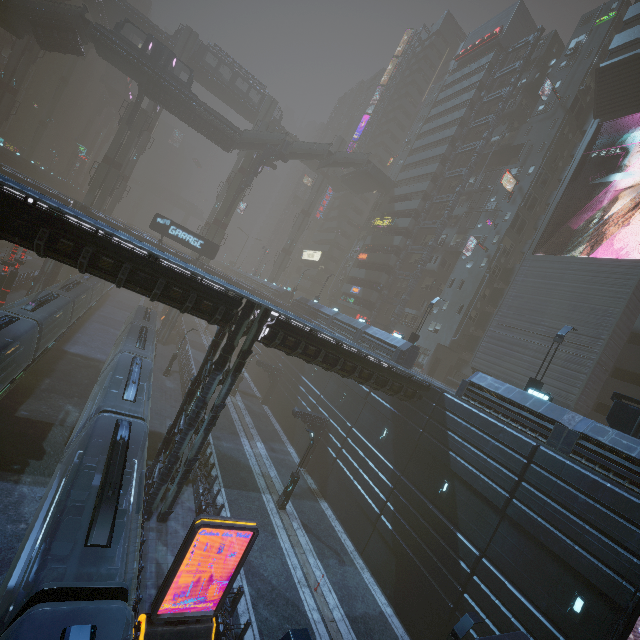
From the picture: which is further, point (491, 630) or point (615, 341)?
point (615, 341)

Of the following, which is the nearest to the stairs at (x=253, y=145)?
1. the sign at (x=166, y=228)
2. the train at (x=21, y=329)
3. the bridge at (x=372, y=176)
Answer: the bridge at (x=372, y=176)

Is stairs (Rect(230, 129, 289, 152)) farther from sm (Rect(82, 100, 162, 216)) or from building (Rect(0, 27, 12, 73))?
sm (Rect(82, 100, 162, 216))

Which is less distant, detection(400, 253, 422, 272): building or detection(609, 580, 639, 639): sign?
detection(609, 580, 639, 639): sign

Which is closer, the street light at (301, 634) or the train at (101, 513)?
the train at (101, 513)

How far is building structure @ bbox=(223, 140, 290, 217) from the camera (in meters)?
45.41

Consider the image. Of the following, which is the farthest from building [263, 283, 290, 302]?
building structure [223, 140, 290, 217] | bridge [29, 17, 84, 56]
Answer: bridge [29, 17, 84, 56]

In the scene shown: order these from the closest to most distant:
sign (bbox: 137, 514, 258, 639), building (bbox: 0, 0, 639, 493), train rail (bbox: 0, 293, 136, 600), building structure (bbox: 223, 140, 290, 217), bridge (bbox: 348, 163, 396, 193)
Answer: sign (bbox: 137, 514, 258, 639), train rail (bbox: 0, 293, 136, 600), building (bbox: 0, 0, 639, 493), building structure (bbox: 223, 140, 290, 217), bridge (bbox: 348, 163, 396, 193)
